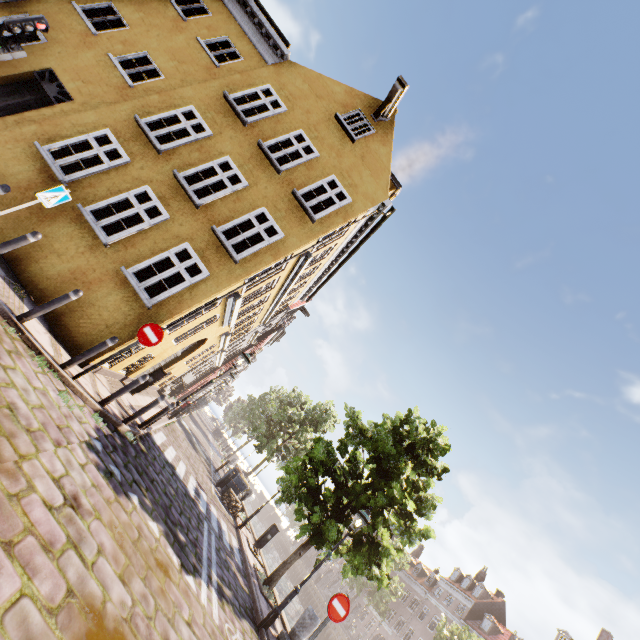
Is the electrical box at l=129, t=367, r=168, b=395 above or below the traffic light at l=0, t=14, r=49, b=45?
below

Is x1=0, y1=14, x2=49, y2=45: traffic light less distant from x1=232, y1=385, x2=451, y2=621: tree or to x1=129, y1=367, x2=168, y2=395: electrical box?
x1=129, y1=367, x2=168, y2=395: electrical box

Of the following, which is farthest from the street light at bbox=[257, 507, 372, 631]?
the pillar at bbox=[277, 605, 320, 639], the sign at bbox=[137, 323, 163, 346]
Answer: the sign at bbox=[137, 323, 163, 346]

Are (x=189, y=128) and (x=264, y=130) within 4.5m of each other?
yes

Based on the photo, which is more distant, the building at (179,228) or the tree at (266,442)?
the tree at (266,442)

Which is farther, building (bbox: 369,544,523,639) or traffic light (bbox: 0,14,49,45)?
building (bbox: 369,544,523,639)

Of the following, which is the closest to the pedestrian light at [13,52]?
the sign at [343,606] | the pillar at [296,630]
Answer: the sign at [343,606]

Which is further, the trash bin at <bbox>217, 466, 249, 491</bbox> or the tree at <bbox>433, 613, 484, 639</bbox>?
the tree at <bbox>433, 613, 484, 639</bbox>
